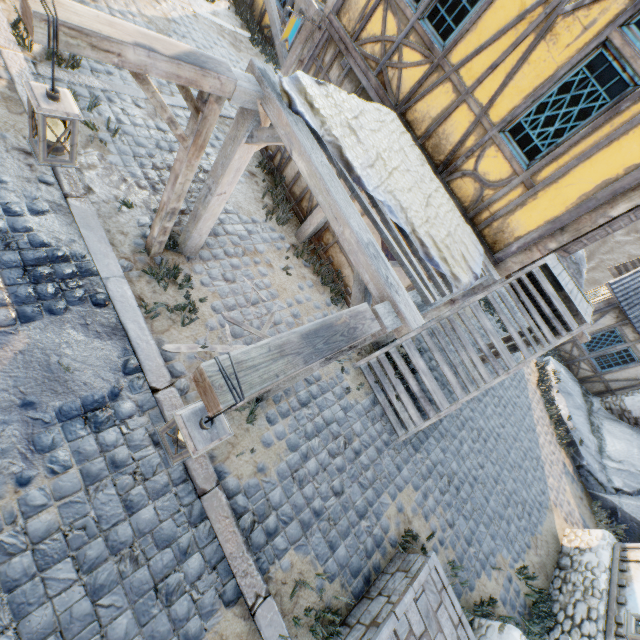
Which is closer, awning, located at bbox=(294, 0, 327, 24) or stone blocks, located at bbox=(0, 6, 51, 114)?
stone blocks, located at bbox=(0, 6, 51, 114)

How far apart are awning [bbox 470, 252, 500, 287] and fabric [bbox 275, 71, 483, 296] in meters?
0.0 m

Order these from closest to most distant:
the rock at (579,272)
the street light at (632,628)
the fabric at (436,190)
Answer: the street light at (632,628) → the fabric at (436,190) → the rock at (579,272)

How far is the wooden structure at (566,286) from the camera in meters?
7.3 m

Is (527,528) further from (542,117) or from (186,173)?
(186,173)

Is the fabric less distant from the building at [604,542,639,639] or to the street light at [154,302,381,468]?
the street light at [154,302,381,468]

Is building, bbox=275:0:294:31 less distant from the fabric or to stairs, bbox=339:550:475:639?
the fabric

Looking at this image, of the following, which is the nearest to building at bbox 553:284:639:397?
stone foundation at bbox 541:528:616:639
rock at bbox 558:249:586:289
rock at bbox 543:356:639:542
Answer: rock at bbox 543:356:639:542
